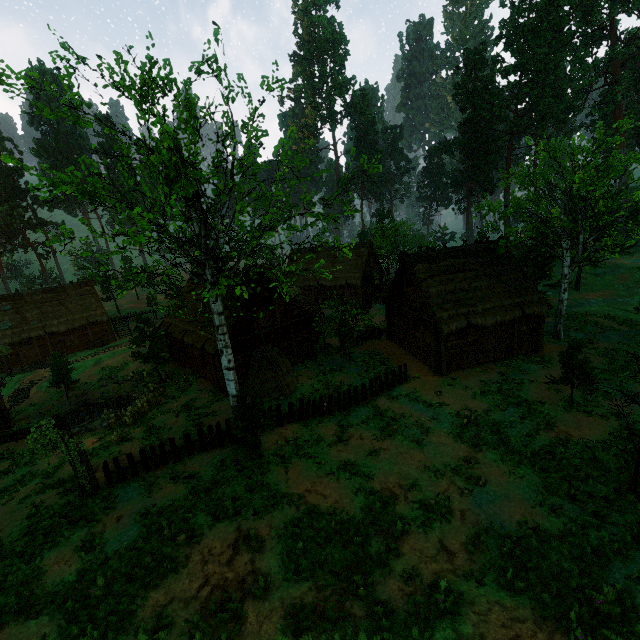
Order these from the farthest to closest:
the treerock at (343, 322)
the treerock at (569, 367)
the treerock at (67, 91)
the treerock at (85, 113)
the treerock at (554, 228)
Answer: the treerock at (343, 322) → the treerock at (554, 228) → the treerock at (569, 367) → the treerock at (85, 113) → the treerock at (67, 91)

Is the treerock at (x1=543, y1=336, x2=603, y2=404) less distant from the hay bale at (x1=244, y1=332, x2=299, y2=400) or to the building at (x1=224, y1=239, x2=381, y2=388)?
the building at (x1=224, y1=239, x2=381, y2=388)

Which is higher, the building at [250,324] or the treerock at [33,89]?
the treerock at [33,89]

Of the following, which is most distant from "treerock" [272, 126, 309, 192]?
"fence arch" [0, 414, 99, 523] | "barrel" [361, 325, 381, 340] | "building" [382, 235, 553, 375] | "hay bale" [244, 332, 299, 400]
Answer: "fence arch" [0, 414, 99, 523]

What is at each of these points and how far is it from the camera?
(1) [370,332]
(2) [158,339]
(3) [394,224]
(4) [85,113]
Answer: (1) barrel, 29.23m
(2) treerock, 26.36m
(3) treerock, 44.84m
(4) treerock, 9.90m

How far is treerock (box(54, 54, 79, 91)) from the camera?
8.8m

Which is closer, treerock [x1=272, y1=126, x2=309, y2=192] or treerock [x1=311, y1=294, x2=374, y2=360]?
treerock [x1=272, y1=126, x2=309, y2=192]

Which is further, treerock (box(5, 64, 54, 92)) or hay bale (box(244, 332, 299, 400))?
hay bale (box(244, 332, 299, 400))
